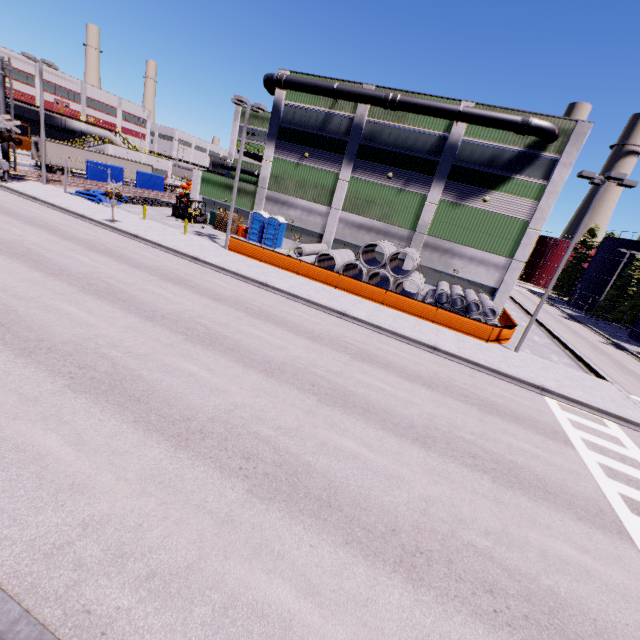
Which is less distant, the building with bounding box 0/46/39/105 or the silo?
the silo

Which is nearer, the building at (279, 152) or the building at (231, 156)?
the building at (279, 152)

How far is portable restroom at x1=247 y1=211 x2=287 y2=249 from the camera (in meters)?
30.17

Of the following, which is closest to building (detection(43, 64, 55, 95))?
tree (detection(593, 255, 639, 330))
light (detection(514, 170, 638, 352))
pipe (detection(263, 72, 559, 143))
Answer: pipe (detection(263, 72, 559, 143))

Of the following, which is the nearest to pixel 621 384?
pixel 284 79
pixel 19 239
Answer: pixel 284 79

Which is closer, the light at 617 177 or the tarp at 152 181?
the light at 617 177

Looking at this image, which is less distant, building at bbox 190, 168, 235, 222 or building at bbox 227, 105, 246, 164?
building at bbox 190, 168, 235, 222

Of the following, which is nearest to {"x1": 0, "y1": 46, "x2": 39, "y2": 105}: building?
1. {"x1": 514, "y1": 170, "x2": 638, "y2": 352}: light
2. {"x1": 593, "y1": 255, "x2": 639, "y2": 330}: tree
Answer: {"x1": 514, "y1": 170, "x2": 638, "y2": 352}: light
